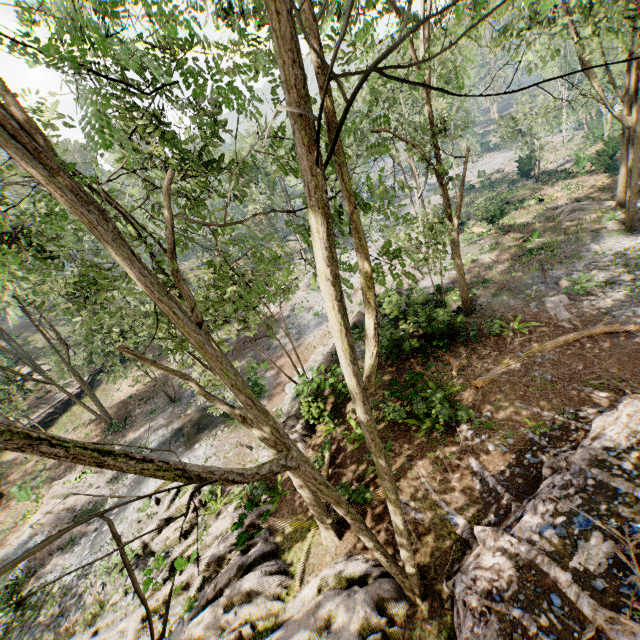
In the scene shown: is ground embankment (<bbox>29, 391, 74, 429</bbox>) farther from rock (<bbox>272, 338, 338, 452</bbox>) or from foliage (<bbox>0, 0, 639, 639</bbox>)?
rock (<bbox>272, 338, 338, 452</bbox>)

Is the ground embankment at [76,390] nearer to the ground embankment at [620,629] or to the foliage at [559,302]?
the foliage at [559,302]

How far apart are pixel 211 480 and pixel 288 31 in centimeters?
417cm

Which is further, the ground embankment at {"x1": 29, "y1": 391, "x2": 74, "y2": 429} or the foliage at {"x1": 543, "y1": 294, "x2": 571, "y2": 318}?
the ground embankment at {"x1": 29, "y1": 391, "x2": 74, "y2": 429}

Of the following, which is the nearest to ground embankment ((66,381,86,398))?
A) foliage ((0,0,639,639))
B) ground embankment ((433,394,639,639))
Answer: foliage ((0,0,639,639))

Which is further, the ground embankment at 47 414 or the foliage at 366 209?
the ground embankment at 47 414

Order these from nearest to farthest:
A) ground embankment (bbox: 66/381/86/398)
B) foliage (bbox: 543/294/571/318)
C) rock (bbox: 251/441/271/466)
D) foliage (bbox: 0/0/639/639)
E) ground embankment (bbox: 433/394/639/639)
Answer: foliage (bbox: 0/0/639/639) → ground embankment (bbox: 433/394/639/639) → foliage (bbox: 543/294/571/318) → rock (bbox: 251/441/271/466) → ground embankment (bbox: 66/381/86/398)

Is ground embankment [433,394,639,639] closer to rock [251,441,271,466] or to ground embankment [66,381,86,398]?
rock [251,441,271,466]
